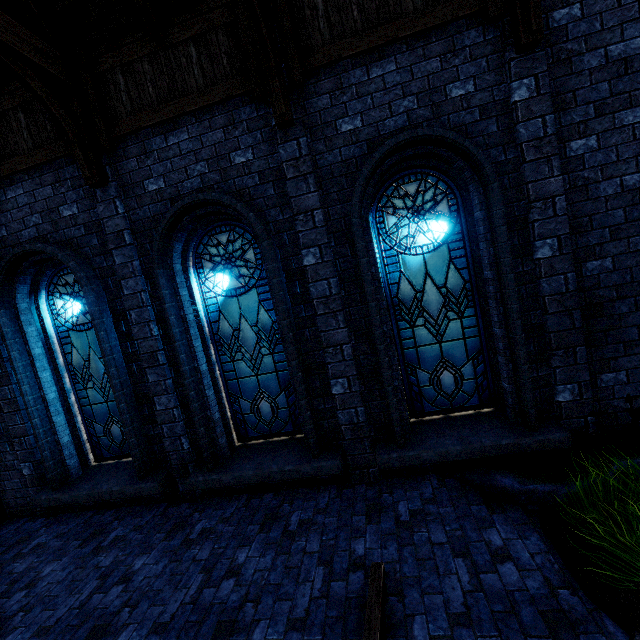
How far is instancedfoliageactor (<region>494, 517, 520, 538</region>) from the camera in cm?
351

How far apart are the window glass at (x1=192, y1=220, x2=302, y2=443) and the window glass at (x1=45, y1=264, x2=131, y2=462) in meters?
1.5 m

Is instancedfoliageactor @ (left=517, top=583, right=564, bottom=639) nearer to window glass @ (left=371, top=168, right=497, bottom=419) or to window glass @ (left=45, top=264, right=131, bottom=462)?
window glass @ (left=371, top=168, right=497, bottom=419)

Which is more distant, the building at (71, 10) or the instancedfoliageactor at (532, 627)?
the building at (71, 10)

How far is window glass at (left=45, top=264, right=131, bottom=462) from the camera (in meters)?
5.77

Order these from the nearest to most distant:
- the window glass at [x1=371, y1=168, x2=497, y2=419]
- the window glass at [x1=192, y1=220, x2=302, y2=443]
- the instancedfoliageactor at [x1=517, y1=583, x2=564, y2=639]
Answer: the instancedfoliageactor at [x1=517, y1=583, x2=564, y2=639]
the window glass at [x1=371, y1=168, x2=497, y2=419]
the window glass at [x1=192, y1=220, x2=302, y2=443]

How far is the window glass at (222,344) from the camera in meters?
5.2 m

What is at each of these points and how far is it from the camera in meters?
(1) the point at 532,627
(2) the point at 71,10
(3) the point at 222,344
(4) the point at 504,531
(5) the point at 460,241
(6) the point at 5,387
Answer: Answer:
(1) instancedfoliageactor, 2.6
(2) building, 4.4
(3) window glass, 5.4
(4) instancedfoliageactor, 3.6
(5) window glass, 4.7
(6) building, 5.7
